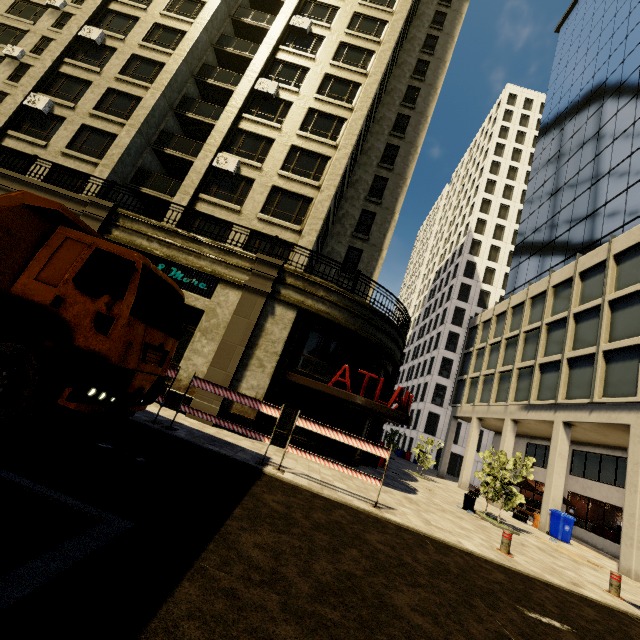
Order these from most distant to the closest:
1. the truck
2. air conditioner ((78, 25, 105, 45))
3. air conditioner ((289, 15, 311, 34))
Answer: air conditioner ((289, 15, 311, 34)) < air conditioner ((78, 25, 105, 45)) < the truck

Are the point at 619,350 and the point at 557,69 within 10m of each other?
no

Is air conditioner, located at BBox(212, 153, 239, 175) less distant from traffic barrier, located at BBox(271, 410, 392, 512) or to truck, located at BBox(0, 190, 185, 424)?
truck, located at BBox(0, 190, 185, 424)

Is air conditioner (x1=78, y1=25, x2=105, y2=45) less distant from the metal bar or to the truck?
the truck

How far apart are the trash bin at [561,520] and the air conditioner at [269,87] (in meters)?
28.09

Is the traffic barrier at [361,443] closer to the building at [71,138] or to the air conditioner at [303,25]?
the building at [71,138]

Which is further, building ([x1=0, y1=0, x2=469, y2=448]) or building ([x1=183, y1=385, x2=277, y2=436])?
building ([x1=0, y1=0, x2=469, y2=448])

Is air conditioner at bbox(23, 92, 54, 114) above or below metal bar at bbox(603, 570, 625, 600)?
above
